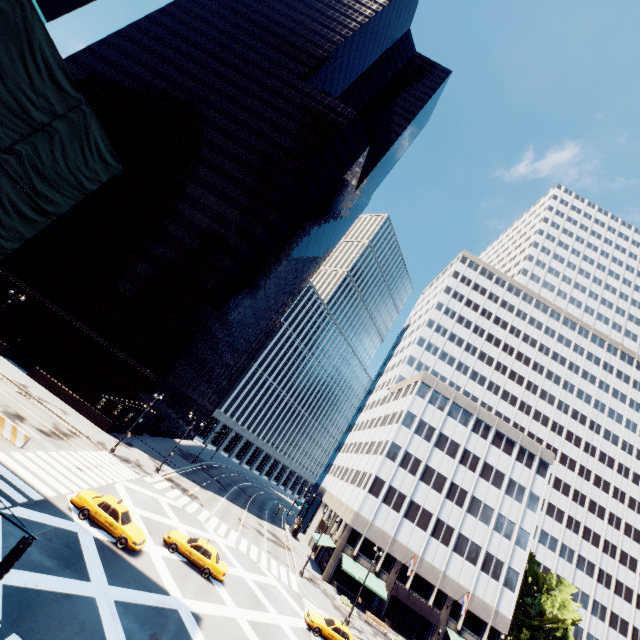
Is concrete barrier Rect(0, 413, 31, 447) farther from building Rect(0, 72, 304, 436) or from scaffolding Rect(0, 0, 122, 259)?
building Rect(0, 72, 304, 436)

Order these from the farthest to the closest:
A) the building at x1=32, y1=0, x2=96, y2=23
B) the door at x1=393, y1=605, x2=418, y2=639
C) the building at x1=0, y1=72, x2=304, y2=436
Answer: the building at x1=0, y1=72, x2=304, y2=436 → the door at x1=393, y1=605, x2=418, y2=639 → the building at x1=32, y1=0, x2=96, y2=23

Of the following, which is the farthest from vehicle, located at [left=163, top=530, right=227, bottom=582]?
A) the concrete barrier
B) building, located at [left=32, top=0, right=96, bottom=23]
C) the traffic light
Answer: building, located at [left=32, top=0, right=96, bottom=23]

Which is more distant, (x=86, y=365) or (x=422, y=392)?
(x=422, y=392)

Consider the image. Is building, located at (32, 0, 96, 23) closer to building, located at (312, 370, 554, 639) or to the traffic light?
the traffic light

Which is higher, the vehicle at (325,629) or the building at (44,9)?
the building at (44,9)

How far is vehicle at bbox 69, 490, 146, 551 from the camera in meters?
19.4

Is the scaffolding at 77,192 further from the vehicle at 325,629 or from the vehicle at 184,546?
the vehicle at 325,629
